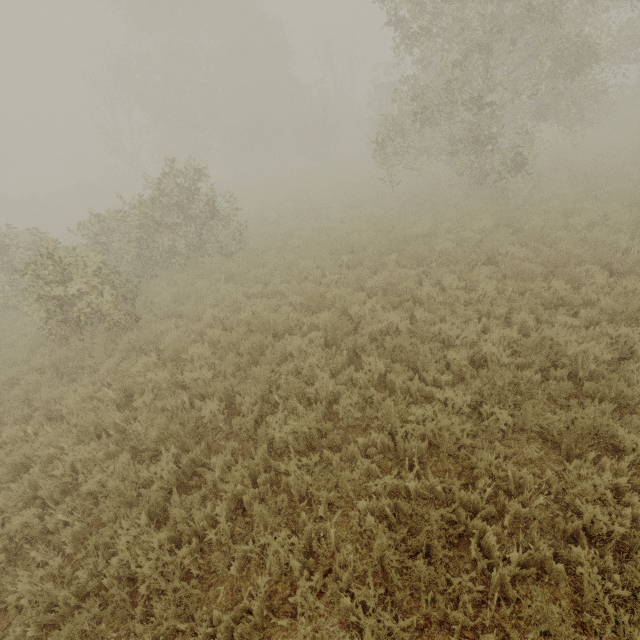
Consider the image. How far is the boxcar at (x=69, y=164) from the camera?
57.69m

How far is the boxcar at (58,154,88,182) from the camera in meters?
57.7 m

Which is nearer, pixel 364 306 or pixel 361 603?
pixel 361 603
